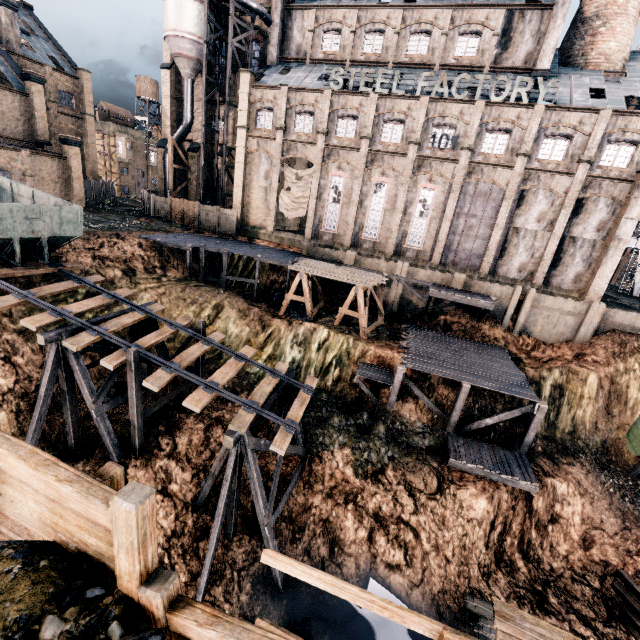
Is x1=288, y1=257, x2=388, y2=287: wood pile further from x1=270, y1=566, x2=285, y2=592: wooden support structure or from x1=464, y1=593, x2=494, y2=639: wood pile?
x1=464, y1=593, x2=494, y2=639: wood pile

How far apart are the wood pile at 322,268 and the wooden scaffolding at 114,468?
21.03m

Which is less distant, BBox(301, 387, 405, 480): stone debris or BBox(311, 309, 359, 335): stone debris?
BBox(301, 387, 405, 480): stone debris

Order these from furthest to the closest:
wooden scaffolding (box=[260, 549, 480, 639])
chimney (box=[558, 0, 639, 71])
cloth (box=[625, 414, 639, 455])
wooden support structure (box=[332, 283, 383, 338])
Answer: chimney (box=[558, 0, 639, 71]) < wooden support structure (box=[332, 283, 383, 338]) < cloth (box=[625, 414, 639, 455]) < wooden scaffolding (box=[260, 549, 480, 639])

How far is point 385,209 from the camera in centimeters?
3203cm

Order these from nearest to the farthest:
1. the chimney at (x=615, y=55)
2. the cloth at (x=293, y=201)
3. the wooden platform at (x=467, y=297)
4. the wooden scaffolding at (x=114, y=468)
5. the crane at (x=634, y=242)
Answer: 1. the wooden scaffolding at (x=114, y=468)
2. the wooden platform at (x=467, y=297)
3. the chimney at (x=615, y=55)
4. the cloth at (x=293, y=201)
5. the crane at (x=634, y=242)

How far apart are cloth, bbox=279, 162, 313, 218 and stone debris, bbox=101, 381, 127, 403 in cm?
2318

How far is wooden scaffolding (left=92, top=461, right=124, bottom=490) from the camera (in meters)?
5.15
